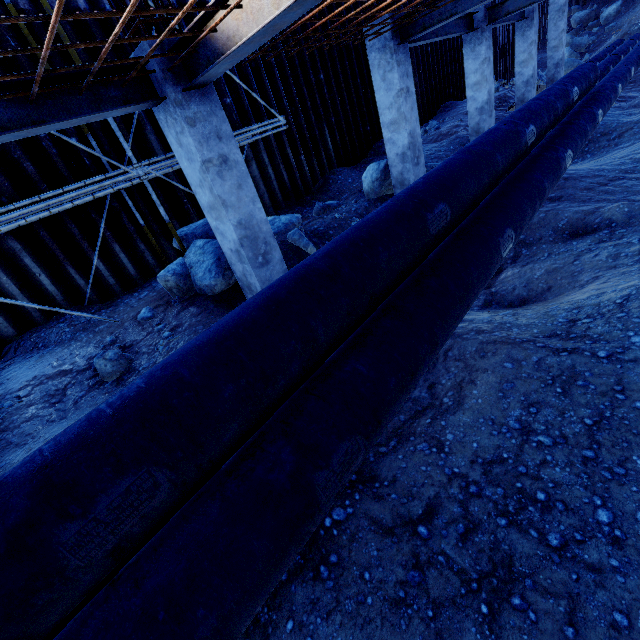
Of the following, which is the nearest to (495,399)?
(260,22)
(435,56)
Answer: (260,22)

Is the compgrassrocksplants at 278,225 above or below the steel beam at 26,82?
below

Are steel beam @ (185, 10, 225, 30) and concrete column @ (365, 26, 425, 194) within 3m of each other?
no

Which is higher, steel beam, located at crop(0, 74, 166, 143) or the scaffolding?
steel beam, located at crop(0, 74, 166, 143)

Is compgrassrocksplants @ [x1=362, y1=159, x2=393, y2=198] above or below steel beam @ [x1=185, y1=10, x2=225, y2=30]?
below

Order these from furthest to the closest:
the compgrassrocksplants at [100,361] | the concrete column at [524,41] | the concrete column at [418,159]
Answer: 1. the concrete column at [524,41]
2. the concrete column at [418,159]
3. the compgrassrocksplants at [100,361]

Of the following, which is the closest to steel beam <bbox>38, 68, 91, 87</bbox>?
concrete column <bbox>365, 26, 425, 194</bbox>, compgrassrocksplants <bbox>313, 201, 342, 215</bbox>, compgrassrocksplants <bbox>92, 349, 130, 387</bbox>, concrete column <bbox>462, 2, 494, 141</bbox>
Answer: compgrassrocksplants <bbox>92, 349, 130, 387</bbox>

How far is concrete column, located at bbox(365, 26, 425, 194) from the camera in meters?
6.5 m
